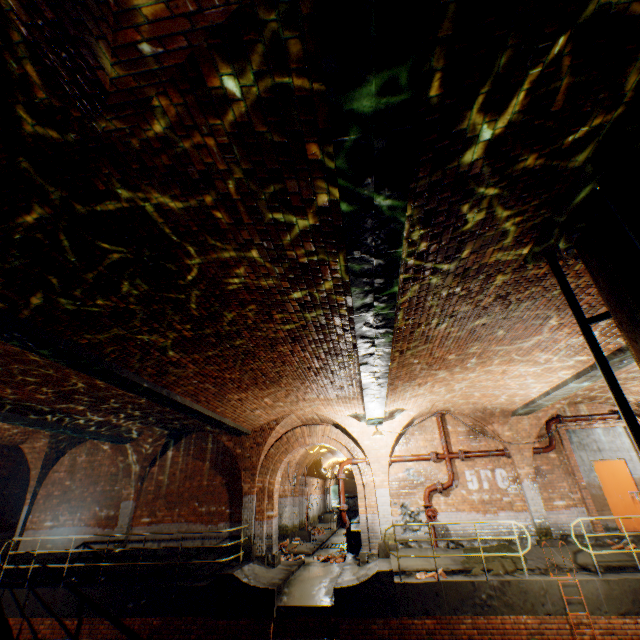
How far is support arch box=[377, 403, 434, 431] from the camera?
11.26m

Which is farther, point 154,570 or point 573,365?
point 154,570

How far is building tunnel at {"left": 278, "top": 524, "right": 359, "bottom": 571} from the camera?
11.55m

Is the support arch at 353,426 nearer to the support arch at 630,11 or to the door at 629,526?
the support arch at 630,11

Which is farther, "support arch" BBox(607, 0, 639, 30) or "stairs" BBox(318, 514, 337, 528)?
"stairs" BBox(318, 514, 337, 528)

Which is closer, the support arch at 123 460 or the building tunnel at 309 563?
the building tunnel at 309 563

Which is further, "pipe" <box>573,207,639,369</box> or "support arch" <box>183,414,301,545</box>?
"support arch" <box>183,414,301,545</box>

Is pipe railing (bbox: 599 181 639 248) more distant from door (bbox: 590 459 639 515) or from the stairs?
the stairs
